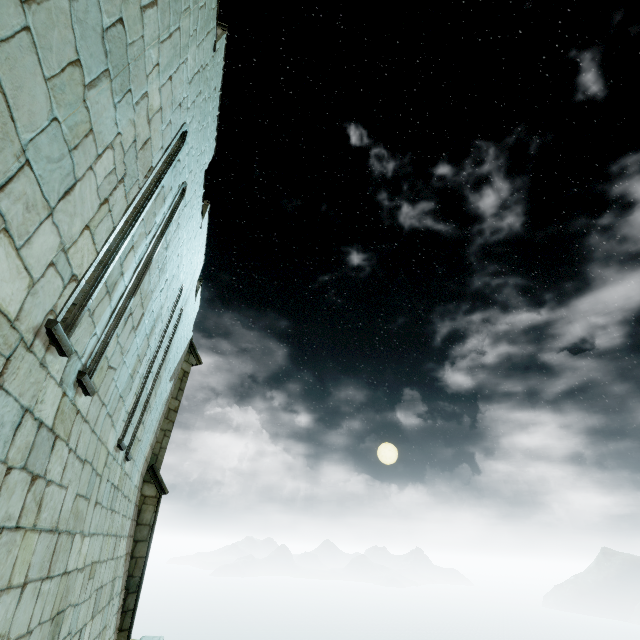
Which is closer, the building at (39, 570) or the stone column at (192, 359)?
the building at (39, 570)

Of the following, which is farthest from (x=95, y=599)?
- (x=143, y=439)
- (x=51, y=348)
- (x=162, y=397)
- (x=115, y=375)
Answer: (x=51, y=348)

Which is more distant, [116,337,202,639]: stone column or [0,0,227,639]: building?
[116,337,202,639]: stone column
